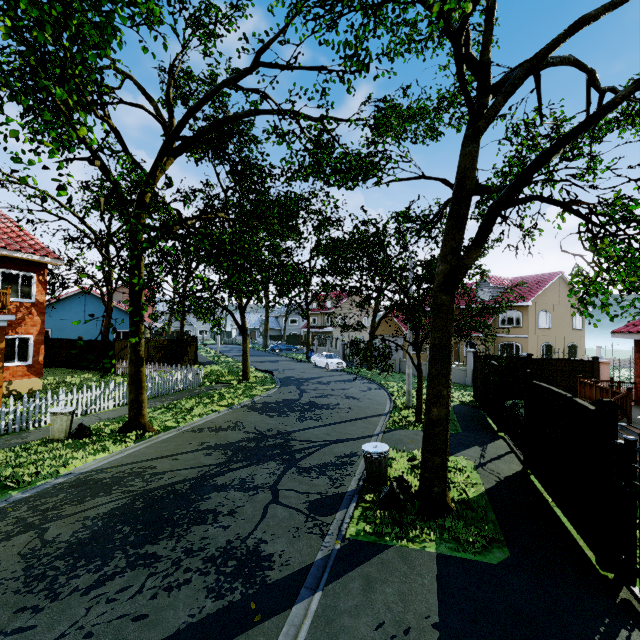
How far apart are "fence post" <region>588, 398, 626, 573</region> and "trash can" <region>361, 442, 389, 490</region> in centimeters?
371cm

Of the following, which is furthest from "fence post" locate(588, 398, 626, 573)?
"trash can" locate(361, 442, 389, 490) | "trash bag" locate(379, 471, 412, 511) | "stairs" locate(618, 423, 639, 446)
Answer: "stairs" locate(618, 423, 639, 446)

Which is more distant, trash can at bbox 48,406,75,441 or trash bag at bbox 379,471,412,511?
trash can at bbox 48,406,75,441

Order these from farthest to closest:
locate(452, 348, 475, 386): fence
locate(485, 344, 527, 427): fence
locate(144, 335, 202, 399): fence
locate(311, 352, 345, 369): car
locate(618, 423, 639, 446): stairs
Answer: locate(311, 352, 345, 369): car → locate(452, 348, 475, 386): fence → locate(144, 335, 202, 399): fence → locate(485, 344, 527, 427): fence → locate(618, 423, 639, 446): stairs

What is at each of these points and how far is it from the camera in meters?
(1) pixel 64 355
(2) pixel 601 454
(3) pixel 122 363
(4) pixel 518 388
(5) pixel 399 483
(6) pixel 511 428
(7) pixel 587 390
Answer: (1) fence, 23.1 m
(2) fence post, 5.0 m
(3) fence, 21.5 m
(4) fence, 16.6 m
(5) trash bag, 7.2 m
(6) gate, 10.7 m
(7) wooden rail, 13.0 m

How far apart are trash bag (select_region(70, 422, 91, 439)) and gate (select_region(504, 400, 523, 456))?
13.1 meters

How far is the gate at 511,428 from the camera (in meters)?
9.55

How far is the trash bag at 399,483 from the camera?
6.6m
